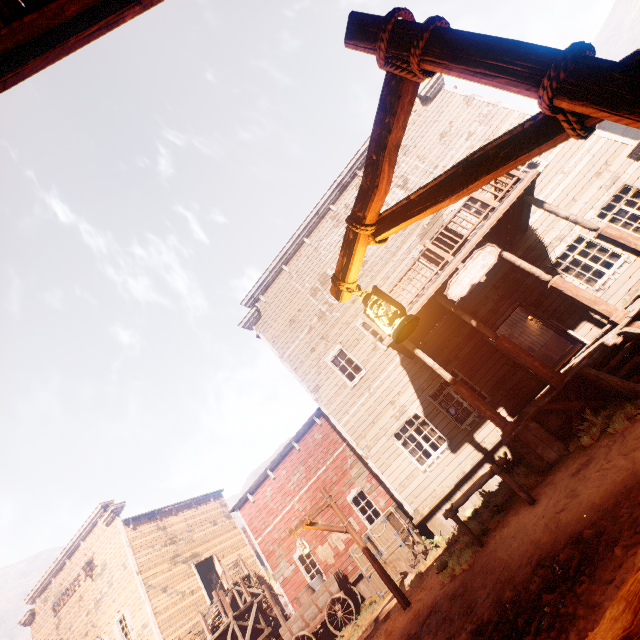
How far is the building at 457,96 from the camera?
12.75m

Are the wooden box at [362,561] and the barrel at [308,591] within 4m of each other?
yes

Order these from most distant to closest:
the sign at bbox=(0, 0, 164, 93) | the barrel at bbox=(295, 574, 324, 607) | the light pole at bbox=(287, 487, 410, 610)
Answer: the barrel at bbox=(295, 574, 324, 607) < the light pole at bbox=(287, 487, 410, 610) < the sign at bbox=(0, 0, 164, 93)

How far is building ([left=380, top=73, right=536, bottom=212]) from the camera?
12.75m

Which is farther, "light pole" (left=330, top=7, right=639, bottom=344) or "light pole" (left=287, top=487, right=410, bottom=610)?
"light pole" (left=287, top=487, right=410, bottom=610)

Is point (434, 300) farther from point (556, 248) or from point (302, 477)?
point (302, 477)

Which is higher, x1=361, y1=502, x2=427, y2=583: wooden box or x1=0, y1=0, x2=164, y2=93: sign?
x1=0, y1=0, x2=164, y2=93: sign

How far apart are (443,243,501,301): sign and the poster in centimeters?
1280cm
